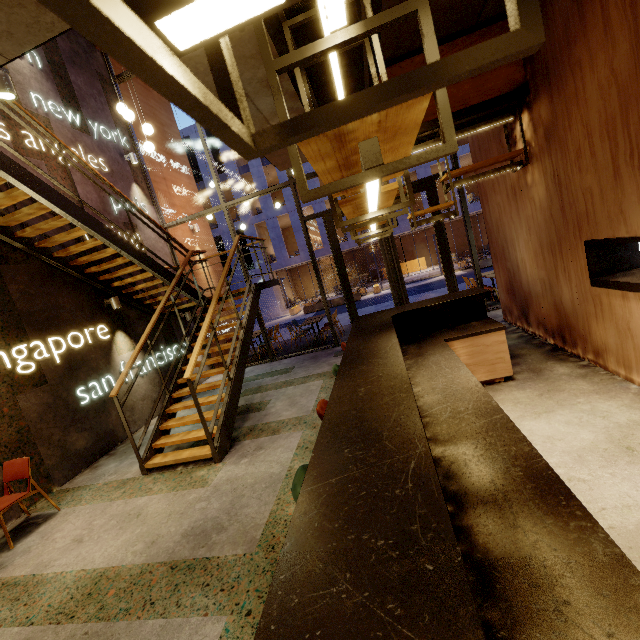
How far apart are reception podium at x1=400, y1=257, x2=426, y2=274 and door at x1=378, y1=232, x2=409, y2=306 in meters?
22.1

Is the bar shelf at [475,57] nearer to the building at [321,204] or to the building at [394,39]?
the building at [394,39]

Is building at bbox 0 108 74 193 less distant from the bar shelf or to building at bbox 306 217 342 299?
the bar shelf

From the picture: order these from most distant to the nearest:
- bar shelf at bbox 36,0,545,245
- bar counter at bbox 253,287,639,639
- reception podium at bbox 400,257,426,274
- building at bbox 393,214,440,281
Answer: reception podium at bbox 400,257,426,274
building at bbox 393,214,440,281
bar counter at bbox 253,287,639,639
bar shelf at bbox 36,0,545,245

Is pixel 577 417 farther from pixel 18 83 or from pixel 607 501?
pixel 18 83

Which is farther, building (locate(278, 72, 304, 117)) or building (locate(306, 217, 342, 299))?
building (locate(306, 217, 342, 299))

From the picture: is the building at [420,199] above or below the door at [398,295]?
above
